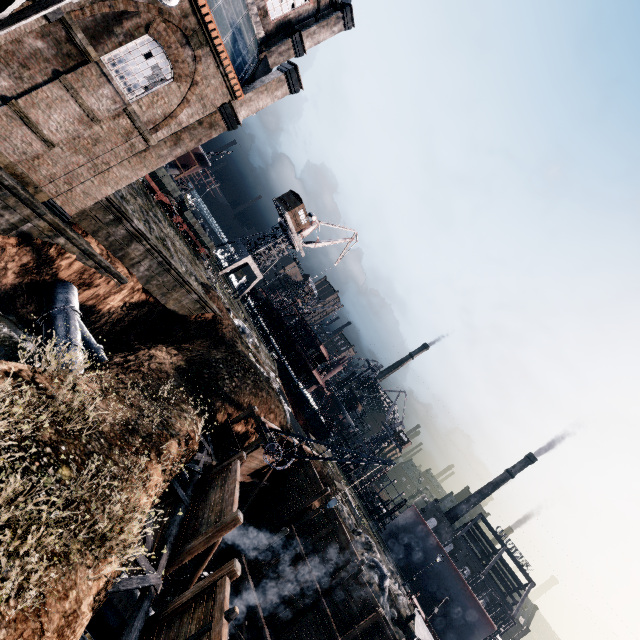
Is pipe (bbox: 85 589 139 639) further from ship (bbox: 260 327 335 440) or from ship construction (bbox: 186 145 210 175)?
ship construction (bbox: 186 145 210 175)

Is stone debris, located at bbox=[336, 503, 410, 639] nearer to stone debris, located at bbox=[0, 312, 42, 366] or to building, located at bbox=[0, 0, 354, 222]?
stone debris, located at bbox=[0, 312, 42, 366]

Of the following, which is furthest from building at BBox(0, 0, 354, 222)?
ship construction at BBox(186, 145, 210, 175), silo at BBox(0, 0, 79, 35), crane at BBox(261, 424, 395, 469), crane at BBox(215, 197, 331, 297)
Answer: crane at BBox(215, 197, 331, 297)

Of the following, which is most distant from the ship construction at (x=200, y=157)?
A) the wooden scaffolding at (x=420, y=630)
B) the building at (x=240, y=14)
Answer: the wooden scaffolding at (x=420, y=630)

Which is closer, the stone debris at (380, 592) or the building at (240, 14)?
the building at (240, 14)

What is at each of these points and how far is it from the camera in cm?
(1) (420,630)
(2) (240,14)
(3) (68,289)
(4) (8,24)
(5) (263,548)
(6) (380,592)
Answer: (1) wooden scaffolding, 2316
(2) building, 1952
(3) pipe, 1959
(4) silo, 1187
(5) wooden scaffolding, 2405
(6) stone debris, 2481

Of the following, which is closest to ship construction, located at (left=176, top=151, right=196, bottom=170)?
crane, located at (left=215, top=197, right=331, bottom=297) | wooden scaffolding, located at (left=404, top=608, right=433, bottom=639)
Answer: crane, located at (left=215, top=197, right=331, bottom=297)

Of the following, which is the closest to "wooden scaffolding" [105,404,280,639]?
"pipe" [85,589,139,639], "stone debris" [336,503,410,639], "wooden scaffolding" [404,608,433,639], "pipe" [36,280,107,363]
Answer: "pipe" [85,589,139,639]
